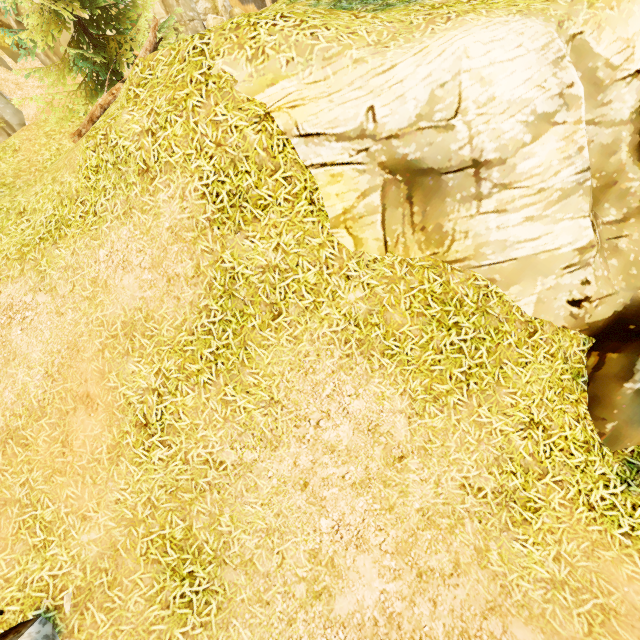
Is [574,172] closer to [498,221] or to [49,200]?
[498,221]

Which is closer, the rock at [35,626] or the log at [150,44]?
the rock at [35,626]

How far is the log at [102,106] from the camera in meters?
8.6

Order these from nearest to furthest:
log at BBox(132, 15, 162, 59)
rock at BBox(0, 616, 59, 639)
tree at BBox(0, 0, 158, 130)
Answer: rock at BBox(0, 616, 59, 639) < log at BBox(132, 15, 162, 59) < tree at BBox(0, 0, 158, 130)

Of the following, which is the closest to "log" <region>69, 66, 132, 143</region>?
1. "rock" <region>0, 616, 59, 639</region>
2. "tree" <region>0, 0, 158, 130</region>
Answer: "tree" <region>0, 0, 158, 130</region>

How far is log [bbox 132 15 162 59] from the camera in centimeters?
781cm

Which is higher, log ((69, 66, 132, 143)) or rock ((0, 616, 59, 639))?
log ((69, 66, 132, 143))

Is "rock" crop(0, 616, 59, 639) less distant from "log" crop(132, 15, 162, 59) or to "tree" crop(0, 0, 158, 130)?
"tree" crop(0, 0, 158, 130)
